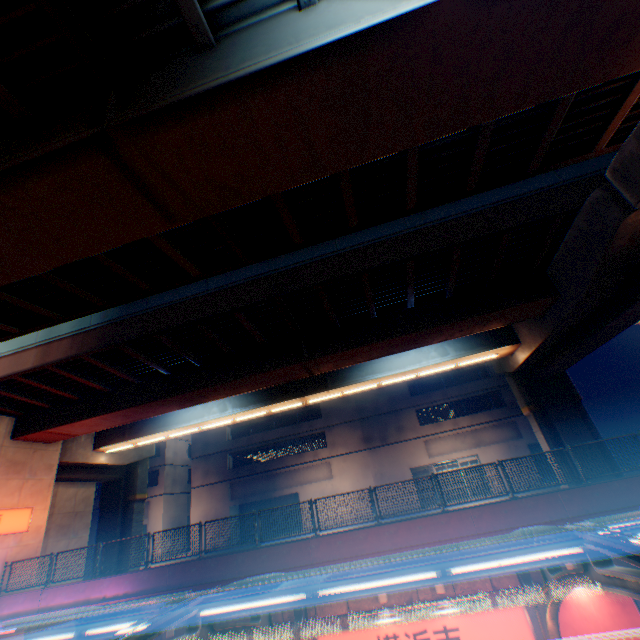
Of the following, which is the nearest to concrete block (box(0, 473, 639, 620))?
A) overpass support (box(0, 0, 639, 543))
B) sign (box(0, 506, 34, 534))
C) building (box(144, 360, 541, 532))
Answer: sign (box(0, 506, 34, 534))

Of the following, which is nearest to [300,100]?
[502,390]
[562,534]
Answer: [562,534]

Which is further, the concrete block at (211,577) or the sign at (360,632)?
the concrete block at (211,577)

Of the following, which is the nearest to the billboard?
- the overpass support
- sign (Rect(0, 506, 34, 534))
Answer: the overpass support

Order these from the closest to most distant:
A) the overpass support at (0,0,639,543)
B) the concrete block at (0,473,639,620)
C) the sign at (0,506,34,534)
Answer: the overpass support at (0,0,639,543)
the concrete block at (0,473,639,620)
the sign at (0,506,34,534)

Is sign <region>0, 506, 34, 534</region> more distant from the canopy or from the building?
the building

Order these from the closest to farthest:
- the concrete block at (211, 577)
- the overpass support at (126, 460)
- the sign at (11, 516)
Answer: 1. the overpass support at (126, 460)
2. the concrete block at (211, 577)
3. the sign at (11, 516)

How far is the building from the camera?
30.9m
